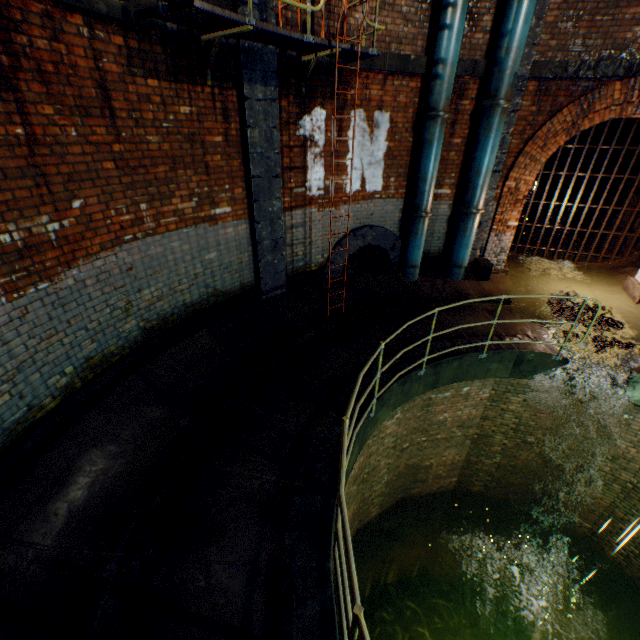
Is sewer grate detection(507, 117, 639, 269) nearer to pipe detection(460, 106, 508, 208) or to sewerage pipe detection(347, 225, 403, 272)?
pipe detection(460, 106, 508, 208)

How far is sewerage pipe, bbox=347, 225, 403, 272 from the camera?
7.8m

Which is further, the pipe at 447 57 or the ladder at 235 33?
the pipe at 447 57

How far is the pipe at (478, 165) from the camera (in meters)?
6.73

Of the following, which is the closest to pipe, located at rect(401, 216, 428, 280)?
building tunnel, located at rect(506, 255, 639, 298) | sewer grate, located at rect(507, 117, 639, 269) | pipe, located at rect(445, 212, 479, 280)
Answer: pipe, located at rect(445, 212, 479, 280)

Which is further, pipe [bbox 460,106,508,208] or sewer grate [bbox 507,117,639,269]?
sewer grate [bbox 507,117,639,269]

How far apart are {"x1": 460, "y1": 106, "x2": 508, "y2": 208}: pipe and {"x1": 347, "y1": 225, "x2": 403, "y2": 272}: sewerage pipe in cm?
163

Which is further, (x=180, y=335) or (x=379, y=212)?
(x=379, y=212)
